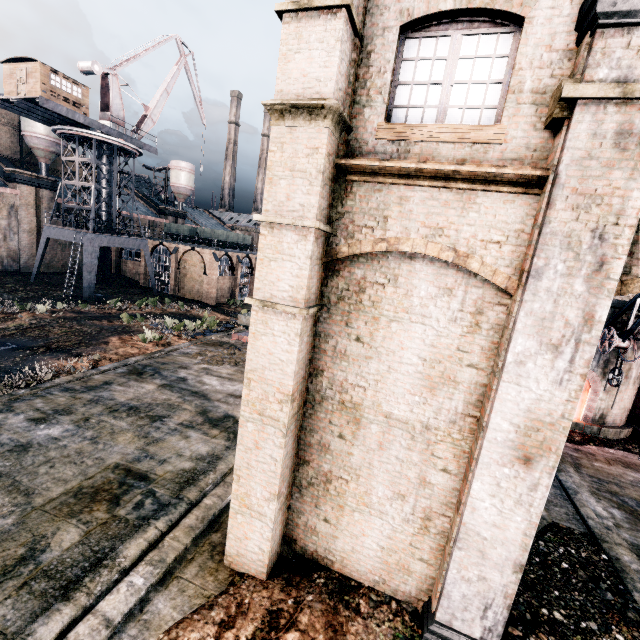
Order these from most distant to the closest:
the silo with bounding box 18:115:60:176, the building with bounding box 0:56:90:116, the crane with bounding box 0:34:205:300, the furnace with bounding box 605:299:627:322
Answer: the silo with bounding box 18:115:60:176 < the crane with bounding box 0:34:205:300 < the building with bounding box 0:56:90:116 < the furnace with bounding box 605:299:627:322

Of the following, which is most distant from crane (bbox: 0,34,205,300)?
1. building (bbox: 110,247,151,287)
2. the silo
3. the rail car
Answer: the rail car

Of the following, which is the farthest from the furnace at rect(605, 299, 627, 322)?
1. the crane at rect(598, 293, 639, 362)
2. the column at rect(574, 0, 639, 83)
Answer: the column at rect(574, 0, 639, 83)

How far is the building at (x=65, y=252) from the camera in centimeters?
4425cm

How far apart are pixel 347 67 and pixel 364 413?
6.65m

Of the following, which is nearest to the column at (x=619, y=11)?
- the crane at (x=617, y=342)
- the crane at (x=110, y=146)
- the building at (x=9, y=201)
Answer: the crane at (x=617, y=342)

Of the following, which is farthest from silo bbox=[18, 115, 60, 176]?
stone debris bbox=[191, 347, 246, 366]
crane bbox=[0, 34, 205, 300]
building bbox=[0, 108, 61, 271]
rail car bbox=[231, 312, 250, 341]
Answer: stone debris bbox=[191, 347, 246, 366]

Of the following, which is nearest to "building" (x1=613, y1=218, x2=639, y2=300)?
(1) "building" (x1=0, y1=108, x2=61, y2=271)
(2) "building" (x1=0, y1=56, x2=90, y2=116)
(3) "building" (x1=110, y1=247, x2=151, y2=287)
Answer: (1) "building" (x1=0, y1=108, x2=61, y2=271)
